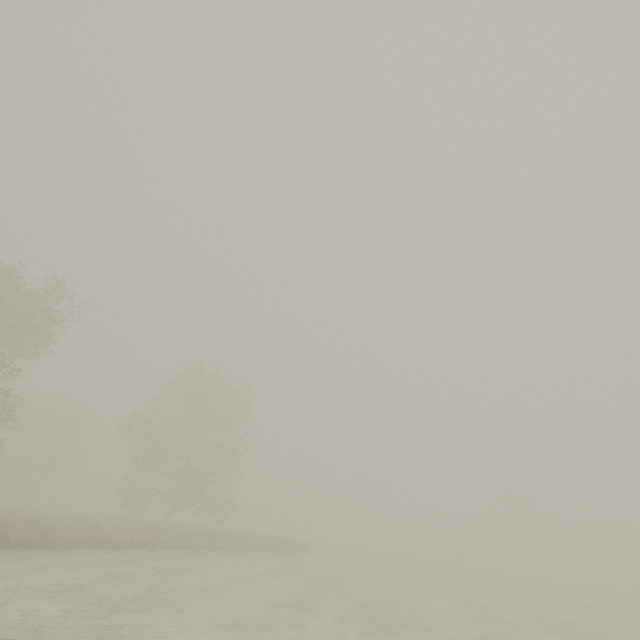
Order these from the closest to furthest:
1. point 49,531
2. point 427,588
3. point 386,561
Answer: point 49,531 < point 427,588 < point 386,561
